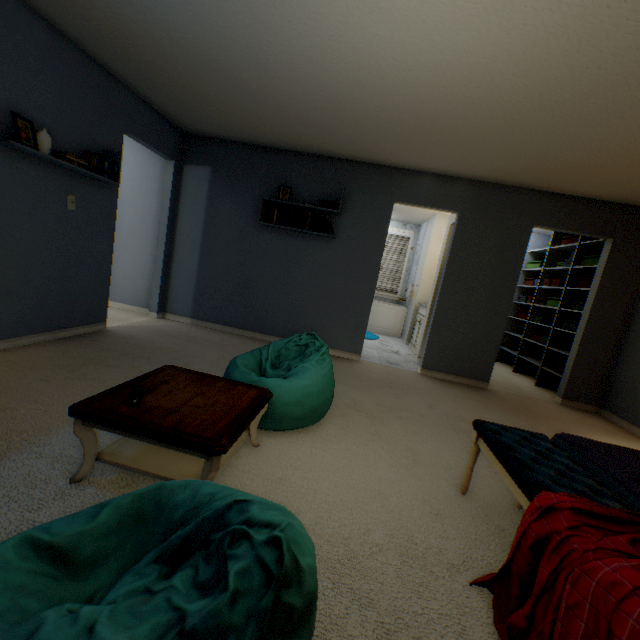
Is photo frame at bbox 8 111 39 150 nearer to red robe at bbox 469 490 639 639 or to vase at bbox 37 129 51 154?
vase at bbox 37 129 51 154

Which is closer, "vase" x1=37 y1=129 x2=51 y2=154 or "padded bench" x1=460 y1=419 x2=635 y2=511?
"padded bench" x1=460 y1=419 x2=635 y2=511

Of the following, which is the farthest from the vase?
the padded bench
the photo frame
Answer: the padded bench

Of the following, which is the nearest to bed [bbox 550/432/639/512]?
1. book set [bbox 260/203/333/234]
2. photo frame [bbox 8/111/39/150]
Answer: book set [bbox 260/203/333/234]

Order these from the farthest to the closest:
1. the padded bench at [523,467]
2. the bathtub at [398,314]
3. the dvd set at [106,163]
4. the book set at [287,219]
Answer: the bathtub at [398,314]
the book set at [287,219]
the dvd set at [106,163]
the padded bench at [523,467]

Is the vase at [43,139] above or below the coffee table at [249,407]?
above

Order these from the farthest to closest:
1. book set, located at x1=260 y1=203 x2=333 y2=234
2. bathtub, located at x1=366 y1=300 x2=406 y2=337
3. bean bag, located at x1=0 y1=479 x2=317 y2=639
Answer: bathtub, located at x1=366 y1=300 x2=406 y2=337 < book set, located at x1=260 y1=203 x2=333 y2=234 < bean bag, located at x1=0 y1=479 x2=317 y2=639

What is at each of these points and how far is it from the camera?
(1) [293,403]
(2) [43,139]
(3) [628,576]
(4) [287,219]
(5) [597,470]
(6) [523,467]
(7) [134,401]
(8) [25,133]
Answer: (1) bean bag, 2.0 meters
(2) vase, 2.4 meters
(3) red robe, 0.8 meters
(4) book set, 4.0 meters
(5) bed, 1.6 meters
(6) padded bench, 1.3 meters
(7) tv remote, 1.4 meters
(8) photo frame, 2.3 meters
